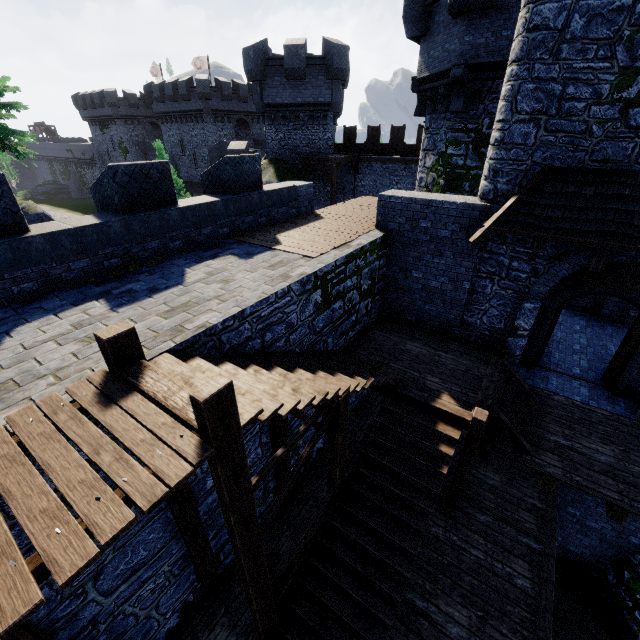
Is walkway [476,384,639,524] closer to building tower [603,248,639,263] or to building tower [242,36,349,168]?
building tower [603,248,639,263]

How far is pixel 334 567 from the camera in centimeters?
621cm

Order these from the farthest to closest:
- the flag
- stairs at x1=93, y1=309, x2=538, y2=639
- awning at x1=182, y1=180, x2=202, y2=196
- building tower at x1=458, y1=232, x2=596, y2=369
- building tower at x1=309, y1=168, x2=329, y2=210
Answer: the flag < awning at x1=182, y1=180, x2=202, y2=196 < building tower at x1=309, y1=168, x2=329, y2=210 < building tower at x1=458, y1=232, x2=596, y2=369 < stairs at x1=93, y1=309, x2=538, y2=639

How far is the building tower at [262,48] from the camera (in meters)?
20.73

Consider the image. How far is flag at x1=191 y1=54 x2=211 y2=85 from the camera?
43.9m

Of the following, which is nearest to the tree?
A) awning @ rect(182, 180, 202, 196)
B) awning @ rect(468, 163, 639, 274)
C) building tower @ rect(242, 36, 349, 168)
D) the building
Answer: building tower @ rect(242, 36, 349, 168)

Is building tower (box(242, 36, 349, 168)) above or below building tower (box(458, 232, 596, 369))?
above

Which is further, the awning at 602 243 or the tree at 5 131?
the tree at 5 131
